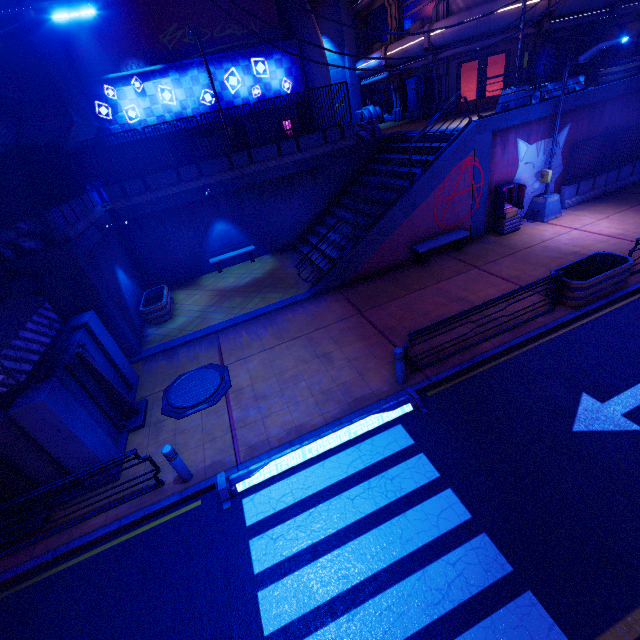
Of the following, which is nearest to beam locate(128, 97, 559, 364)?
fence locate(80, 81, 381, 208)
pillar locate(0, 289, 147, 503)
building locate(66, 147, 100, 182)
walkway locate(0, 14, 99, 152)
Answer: pillar locate(0, 289, 147, 503)

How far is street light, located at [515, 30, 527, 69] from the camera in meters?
12.5 m

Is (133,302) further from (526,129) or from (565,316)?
(526,129)

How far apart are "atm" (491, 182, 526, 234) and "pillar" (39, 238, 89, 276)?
15.6m

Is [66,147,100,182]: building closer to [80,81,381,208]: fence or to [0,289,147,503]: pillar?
[80,81,381,208]: fence

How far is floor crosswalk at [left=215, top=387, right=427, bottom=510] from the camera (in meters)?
6.77

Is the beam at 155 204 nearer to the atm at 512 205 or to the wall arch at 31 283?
the wall arch at 31 283

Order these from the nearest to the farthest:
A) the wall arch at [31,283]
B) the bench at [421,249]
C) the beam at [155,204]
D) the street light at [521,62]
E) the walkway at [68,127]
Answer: the wall arch at [31,283]
the walkway at [68,127]
the street light at [521,62]
the bench at [421,249]
the beam at [155,204]
